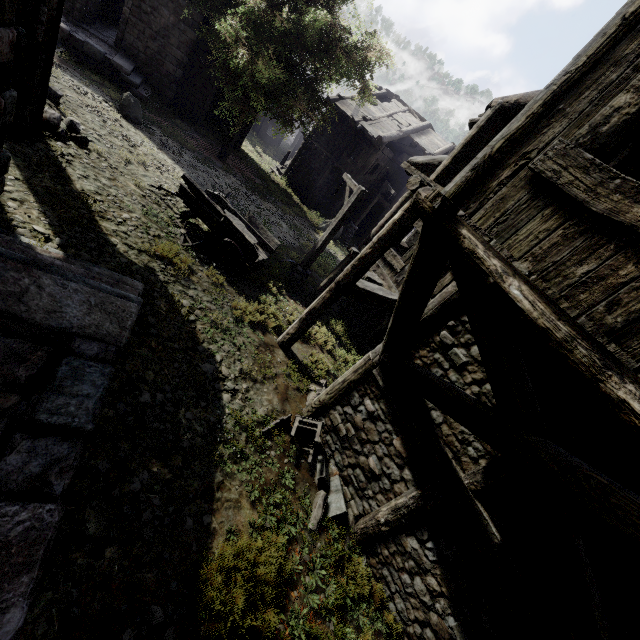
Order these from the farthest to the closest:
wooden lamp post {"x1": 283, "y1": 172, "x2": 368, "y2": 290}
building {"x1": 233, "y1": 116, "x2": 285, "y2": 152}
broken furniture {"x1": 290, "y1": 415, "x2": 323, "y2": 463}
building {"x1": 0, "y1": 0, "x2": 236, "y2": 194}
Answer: building {"x1": 233, "y1": 116, "x2": 285, "y2": 152}
wooden lamp post {"x1": 283, "y1": 172, "x2": 368, "y2": 290}
broken furniture {"x1": 290, "y1": 415, "x2": 323, "y2": 463}
building {"x1": 0, "y1": 0, "x2": 236, "y2": 194}

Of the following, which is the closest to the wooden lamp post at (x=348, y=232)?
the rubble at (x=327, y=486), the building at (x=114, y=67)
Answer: the building at (x=114, y=67)

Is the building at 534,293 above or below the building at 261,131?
above

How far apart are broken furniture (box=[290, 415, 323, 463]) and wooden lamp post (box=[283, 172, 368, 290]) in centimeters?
627cm

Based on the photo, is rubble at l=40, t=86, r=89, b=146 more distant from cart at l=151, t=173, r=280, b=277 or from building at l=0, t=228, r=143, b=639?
cart at l=151, t=173, r=280, b=277

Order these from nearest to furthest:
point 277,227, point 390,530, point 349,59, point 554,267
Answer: point 554,267, point 390,530, point 349,59, point 277,227

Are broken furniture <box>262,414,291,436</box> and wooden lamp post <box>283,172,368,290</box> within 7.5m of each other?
yes
